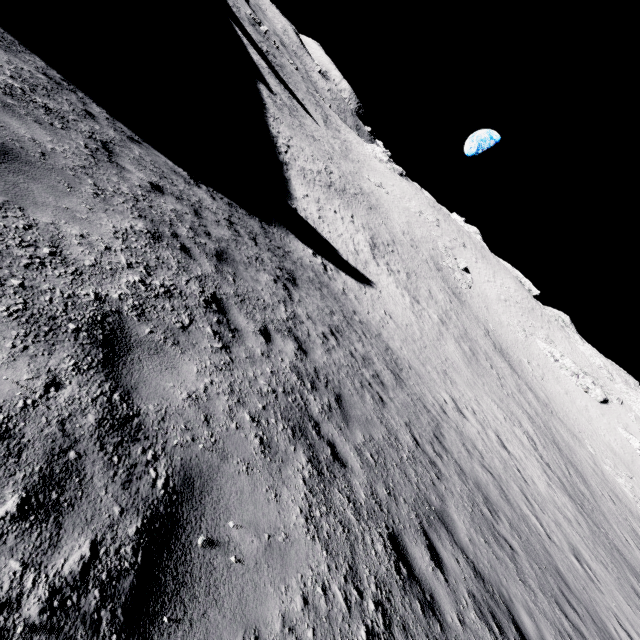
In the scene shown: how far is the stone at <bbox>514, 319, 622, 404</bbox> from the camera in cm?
4925

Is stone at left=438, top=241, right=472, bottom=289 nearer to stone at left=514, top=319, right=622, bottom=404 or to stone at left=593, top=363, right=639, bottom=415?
stone at left=514, top=319, right=622, bottom=404

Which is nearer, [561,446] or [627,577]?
[627,577]

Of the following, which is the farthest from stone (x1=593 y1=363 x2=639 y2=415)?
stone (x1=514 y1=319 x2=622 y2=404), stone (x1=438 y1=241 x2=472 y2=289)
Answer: stone (x1=438 y1=241 x2=472 y2=289)

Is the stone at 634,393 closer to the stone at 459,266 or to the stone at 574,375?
the stone at 574,375

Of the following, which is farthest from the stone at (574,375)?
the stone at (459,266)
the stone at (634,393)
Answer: the stone at (459,266)
